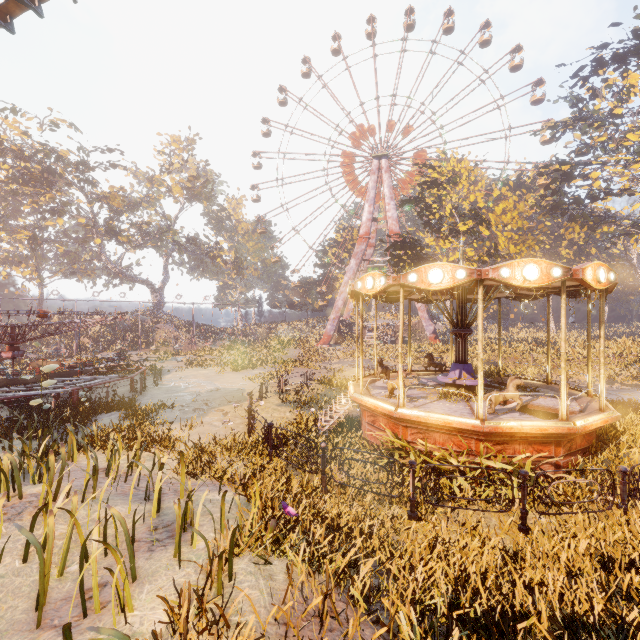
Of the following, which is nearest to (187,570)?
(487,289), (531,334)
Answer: (487,289)

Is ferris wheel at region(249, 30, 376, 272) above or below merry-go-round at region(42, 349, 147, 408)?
above

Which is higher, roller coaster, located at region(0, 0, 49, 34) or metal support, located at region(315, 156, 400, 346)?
metal support, located at region(315, 156, 400, 346)

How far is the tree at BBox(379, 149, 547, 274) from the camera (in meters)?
26.53

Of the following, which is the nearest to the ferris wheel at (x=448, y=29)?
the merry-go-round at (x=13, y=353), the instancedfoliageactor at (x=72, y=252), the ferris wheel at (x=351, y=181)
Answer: the ferris wheel at (x=351, y=181)

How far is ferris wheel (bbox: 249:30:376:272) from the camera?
47.59m

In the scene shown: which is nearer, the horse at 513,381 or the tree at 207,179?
the horse at 513,381

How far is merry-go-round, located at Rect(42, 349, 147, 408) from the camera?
13.8m
